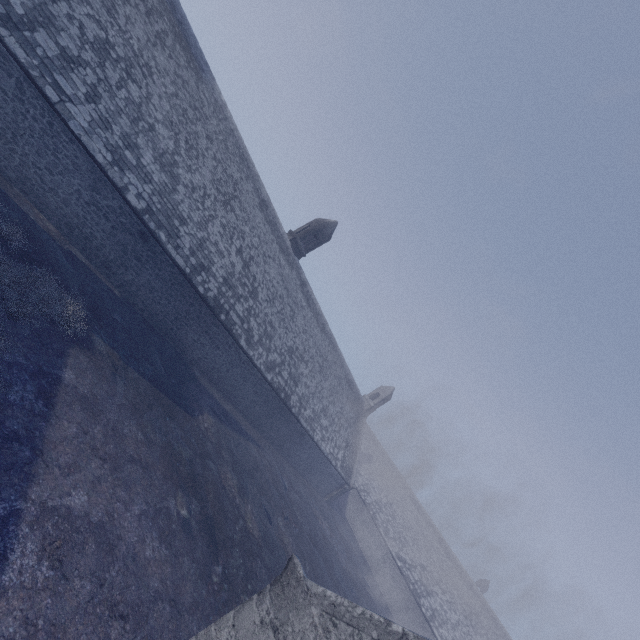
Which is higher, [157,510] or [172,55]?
[172,55]
